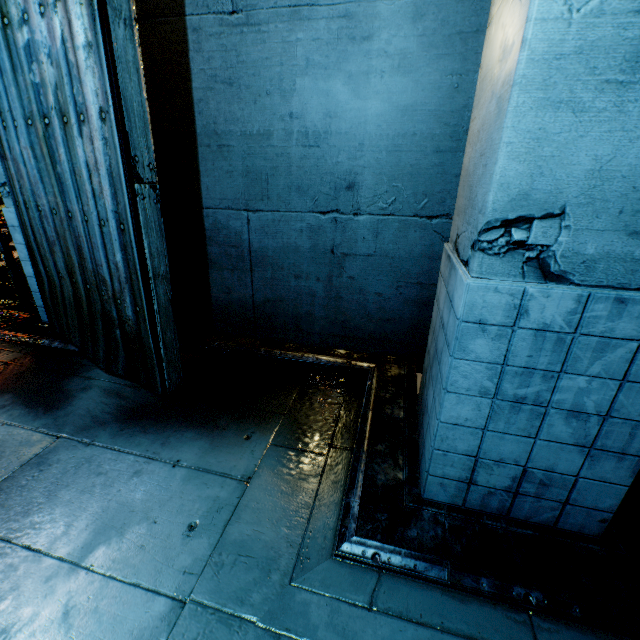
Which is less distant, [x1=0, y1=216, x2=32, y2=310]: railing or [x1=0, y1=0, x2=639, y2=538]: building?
[x1=0, y1=0, x2=639, y2=538]: building

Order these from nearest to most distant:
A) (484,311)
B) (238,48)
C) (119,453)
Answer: (484,311), (119,453), (238,48)

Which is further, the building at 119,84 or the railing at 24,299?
the railing at 24,299
